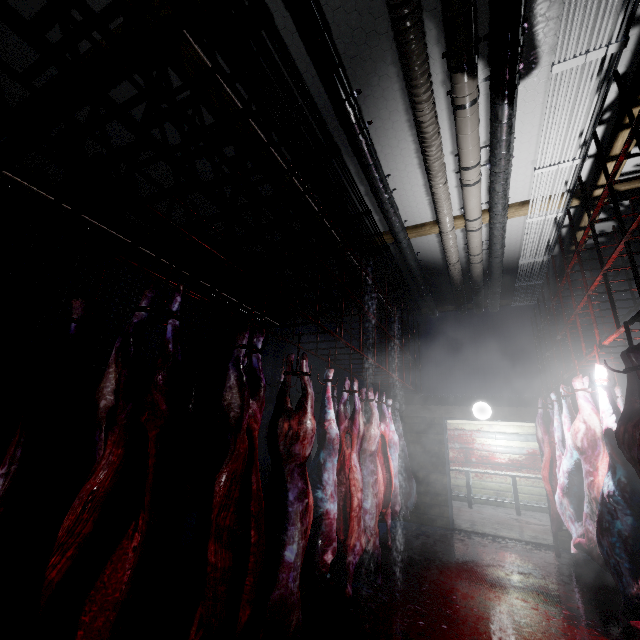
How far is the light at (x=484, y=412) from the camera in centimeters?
571cm

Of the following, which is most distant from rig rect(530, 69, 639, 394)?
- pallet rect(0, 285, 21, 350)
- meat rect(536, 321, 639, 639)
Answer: pallet rect(0, 285, 21, 350)

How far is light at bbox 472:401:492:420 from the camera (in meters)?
5.71

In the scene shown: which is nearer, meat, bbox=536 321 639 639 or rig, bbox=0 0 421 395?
rig, bbox=0 0 421 395

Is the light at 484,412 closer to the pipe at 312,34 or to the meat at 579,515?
the pipe at 312,34

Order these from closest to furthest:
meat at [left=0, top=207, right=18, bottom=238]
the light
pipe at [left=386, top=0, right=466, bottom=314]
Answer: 1. meat at [left=0, top=207, right=18, bottom=238]
2. pipe at [left=386, top=0, right=466, bottom=314]
3. the light

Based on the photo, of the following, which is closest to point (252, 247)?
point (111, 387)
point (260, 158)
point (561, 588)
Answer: point (260, 158)

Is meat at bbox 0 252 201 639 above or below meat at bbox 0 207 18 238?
below
